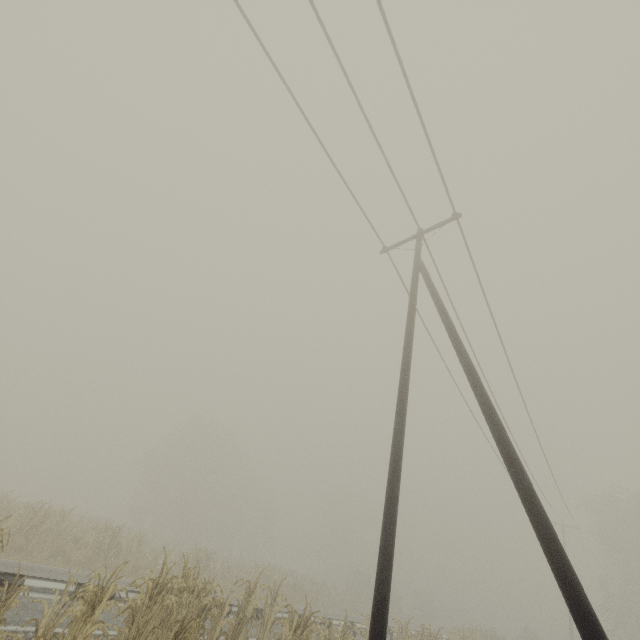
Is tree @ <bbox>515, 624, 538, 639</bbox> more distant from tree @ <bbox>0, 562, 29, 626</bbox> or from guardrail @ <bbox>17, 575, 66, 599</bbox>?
tree @ <bbox>0, 562, 29, 626</bbox>

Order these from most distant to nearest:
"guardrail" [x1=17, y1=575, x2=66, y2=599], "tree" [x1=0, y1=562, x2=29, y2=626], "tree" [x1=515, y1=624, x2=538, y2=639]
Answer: "tree" [x1=515, y1=624, x2=538, y2=639]
"guardrail" [x1=17, y1=575, x2=66, y2=599]
"tree" [x1=0, y1=562, x2=29, y2=626]

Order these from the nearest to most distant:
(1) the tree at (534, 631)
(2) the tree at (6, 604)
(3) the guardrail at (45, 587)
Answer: (2) the tree at (6, 604), (3) the guardrail at (45, 587), (1) the tree at (534, 631)

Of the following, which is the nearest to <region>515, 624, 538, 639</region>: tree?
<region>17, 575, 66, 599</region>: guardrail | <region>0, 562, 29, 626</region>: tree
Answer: <region>17, 575, 66, 599</region>: guardrail

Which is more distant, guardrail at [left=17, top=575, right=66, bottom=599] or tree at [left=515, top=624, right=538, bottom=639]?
tree at [left=515, top=624, right=538, bottom=639]

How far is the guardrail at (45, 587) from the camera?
6.5m

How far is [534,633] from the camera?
36.1m
